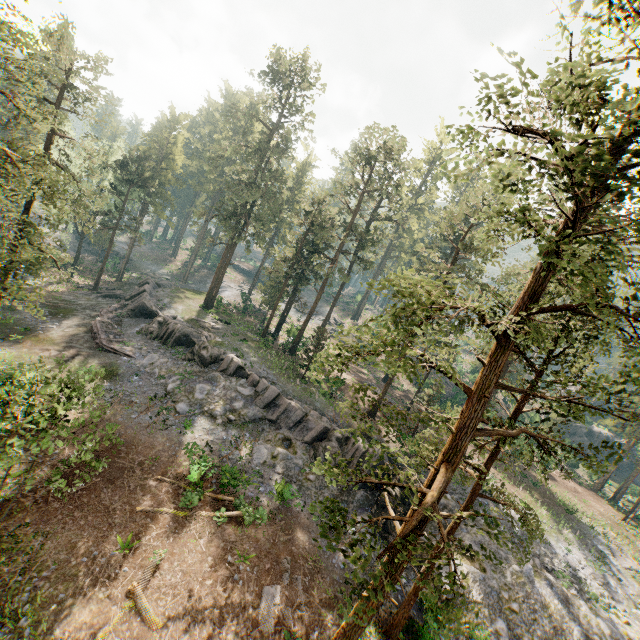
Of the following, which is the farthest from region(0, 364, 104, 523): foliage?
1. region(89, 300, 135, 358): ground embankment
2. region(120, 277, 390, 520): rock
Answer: region(89, 300, 135, 358): ground embankment

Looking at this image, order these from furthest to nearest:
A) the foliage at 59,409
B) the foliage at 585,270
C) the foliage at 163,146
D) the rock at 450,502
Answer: the rock at 450,502, the foliage at 163,146, the foliage at 59,409, the foliage at 585,270

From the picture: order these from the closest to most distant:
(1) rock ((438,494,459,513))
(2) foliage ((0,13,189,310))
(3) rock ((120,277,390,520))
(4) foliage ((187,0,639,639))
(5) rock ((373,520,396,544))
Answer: (4) foliage ((187,0,639,639)), (2) foliage ((0,13,189,310)), (5) rock ((373,520,396,544)), (3) rock ((120,277,390,520)), (1) rock ((438,494,459,513))

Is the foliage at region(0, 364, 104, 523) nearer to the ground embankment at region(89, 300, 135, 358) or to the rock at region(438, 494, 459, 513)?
the rock at region(438, 494, 459, 513)

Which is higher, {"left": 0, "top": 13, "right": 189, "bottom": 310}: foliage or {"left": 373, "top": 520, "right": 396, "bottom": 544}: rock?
{"left": 0, "top": 13, "right": 189, "bottom": 310}: foliage

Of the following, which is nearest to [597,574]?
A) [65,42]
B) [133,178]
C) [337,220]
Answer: [337,220]

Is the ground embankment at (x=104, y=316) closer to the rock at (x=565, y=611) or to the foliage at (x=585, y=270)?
the rock at (x=565, y=611)
